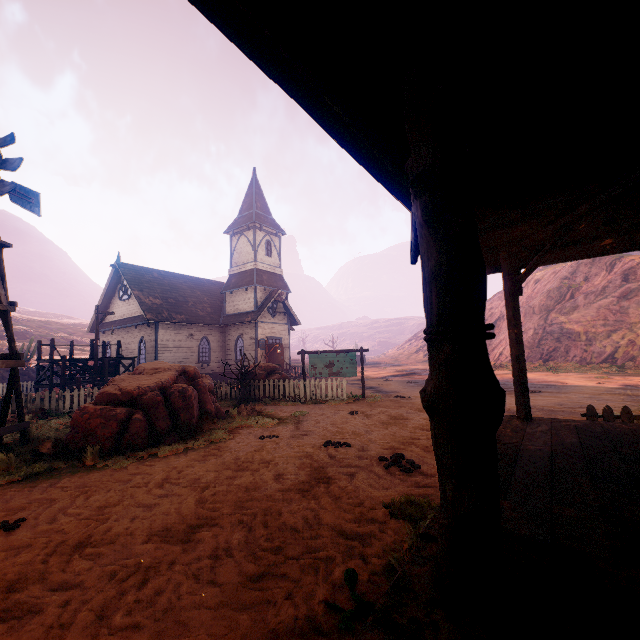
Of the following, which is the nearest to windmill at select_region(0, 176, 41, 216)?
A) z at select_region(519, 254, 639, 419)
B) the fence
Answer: z at select_region(519, 254, 639, 419)

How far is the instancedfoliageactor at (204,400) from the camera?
7.1m

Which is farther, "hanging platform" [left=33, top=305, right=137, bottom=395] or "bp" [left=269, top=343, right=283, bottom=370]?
"bp" [left=269, top=343, right=283, bottom=370]

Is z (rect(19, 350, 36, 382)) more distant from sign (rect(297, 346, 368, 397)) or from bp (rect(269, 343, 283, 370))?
bp (rect(269, 343, 283, 370))

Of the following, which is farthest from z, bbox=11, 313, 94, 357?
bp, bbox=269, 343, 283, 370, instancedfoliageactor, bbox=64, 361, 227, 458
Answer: bp, bbox=269, 343, 283, 370

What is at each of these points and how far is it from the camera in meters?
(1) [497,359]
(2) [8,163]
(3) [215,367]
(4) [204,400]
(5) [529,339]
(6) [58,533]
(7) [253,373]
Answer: (1) z, 35.6
(2) windmill, 7.8
(3) building, 27.0
(4) instancedfoliageactor, 9.8
(5) z, 34.1
(6) z, 4.0
(7) instancedfoliageactor, 15.9

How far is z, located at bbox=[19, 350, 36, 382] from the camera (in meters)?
26.76

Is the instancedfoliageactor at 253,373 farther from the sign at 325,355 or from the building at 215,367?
the building at 215,367
